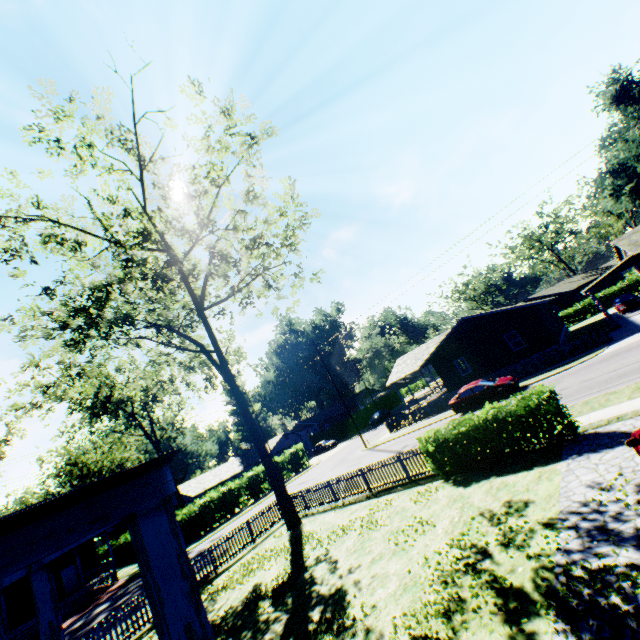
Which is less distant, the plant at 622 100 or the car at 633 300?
the car at 633 300

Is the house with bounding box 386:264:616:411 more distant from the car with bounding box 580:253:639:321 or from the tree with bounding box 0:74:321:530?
the tree with bounding box 0:74:321:530

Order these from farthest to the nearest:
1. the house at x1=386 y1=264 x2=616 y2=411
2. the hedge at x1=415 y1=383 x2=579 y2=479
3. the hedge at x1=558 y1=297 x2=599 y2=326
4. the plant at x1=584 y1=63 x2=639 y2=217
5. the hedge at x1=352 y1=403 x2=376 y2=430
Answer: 1. the hedge at x1=352 y1=403 x2=376 y2=430
2. the hedge at x1=558 y1=297 x2=599 y2=326
3. the plant at x1=584 y1=63 x2=639 y2=217
4. the house at x1=386 y1=264 x2=616 y2=411
5. the hedge at x1=415 y1=383 x2=579 y2=479

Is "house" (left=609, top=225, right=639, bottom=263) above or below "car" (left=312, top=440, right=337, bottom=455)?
above

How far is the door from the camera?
31.6m

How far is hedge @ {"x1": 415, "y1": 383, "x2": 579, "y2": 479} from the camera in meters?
10.6 m

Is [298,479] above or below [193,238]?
below

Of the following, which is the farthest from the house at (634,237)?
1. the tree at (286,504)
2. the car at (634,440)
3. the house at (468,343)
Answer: the tree at (286,504)
